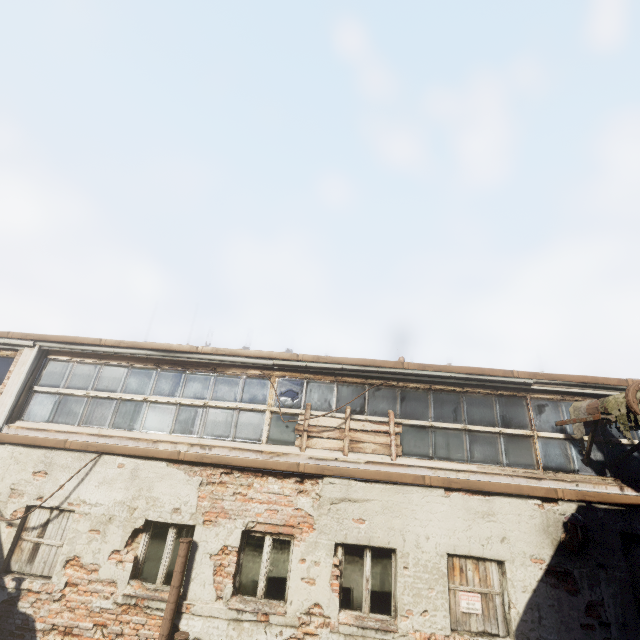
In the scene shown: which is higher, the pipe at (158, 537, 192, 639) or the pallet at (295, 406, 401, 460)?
the pallet at (295, 406, 401, 460)

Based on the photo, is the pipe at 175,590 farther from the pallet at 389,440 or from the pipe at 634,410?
the pipe at 634,410

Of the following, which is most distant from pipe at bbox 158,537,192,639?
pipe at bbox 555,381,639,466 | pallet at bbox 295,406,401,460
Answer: pipe at bbox 555,381,639,466

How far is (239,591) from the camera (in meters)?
5.93

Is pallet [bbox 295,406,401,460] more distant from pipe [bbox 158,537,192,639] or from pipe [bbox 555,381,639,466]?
pipe [bbox 555,381,639,466]

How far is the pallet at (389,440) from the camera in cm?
710
